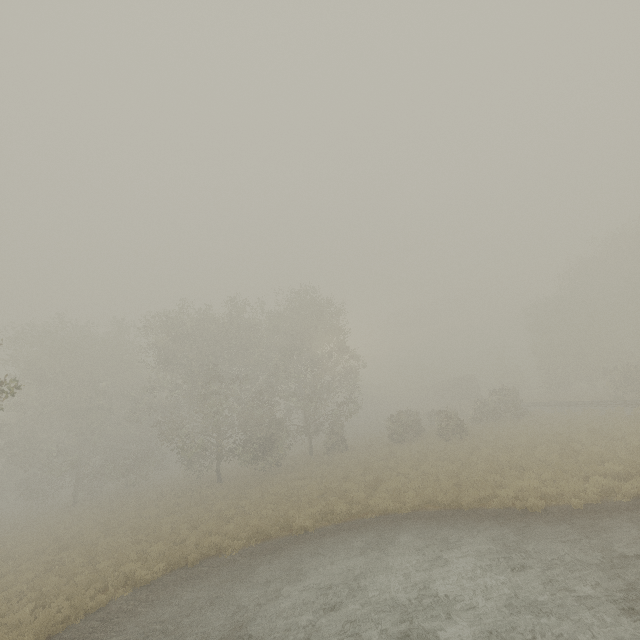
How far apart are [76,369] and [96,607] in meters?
27.0 m

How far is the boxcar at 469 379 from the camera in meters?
52.9

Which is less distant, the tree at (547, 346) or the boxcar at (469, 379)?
the tree at (547, 346)

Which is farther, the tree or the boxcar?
the boxcar

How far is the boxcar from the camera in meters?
52.9
